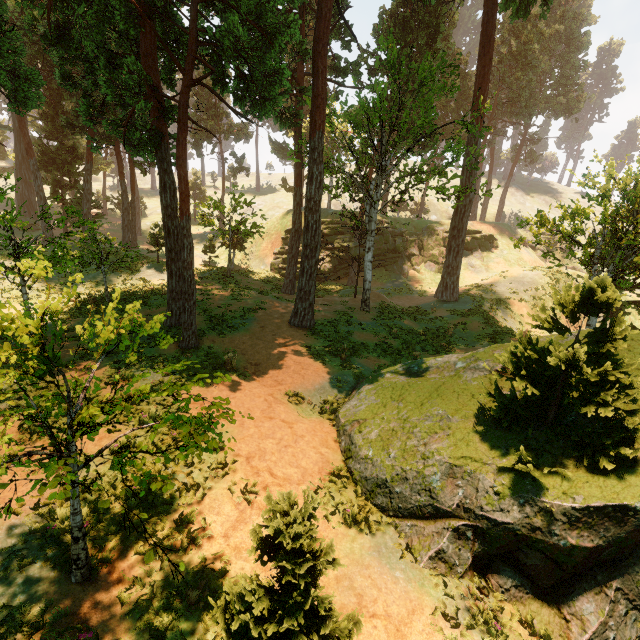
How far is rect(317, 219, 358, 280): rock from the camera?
35.5 meters

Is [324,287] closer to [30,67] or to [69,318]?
[69,318]

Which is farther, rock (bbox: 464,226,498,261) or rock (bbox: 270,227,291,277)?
rock (bbox: 464,226,498,261)

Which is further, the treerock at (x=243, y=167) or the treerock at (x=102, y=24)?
the treerock at (x=243, y=167)

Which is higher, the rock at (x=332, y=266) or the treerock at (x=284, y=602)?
the rock at (x=332, y=266)

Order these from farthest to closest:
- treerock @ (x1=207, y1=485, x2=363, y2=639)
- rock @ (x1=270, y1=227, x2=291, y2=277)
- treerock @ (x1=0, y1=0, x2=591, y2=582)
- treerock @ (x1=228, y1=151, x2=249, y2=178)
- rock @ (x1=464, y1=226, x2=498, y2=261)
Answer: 1. treerock @ (x1=228, y1=151, x2=249, y2=178)
2. rock @ (x1=464, y1=226, x2=498, y2=261)
3. rock @ (x1=270, y1=227, x2=291, y2=277)
4. treerock @ (x1=0, y1=0, x2=591, y2=582)
5. treerock @ (x1=207, y1=485, x2=363, y2=639)

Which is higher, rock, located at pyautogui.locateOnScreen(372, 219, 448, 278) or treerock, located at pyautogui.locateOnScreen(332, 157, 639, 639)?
rock, located at pyautogui.locateOnScreen(372, 219, 448, 278)
